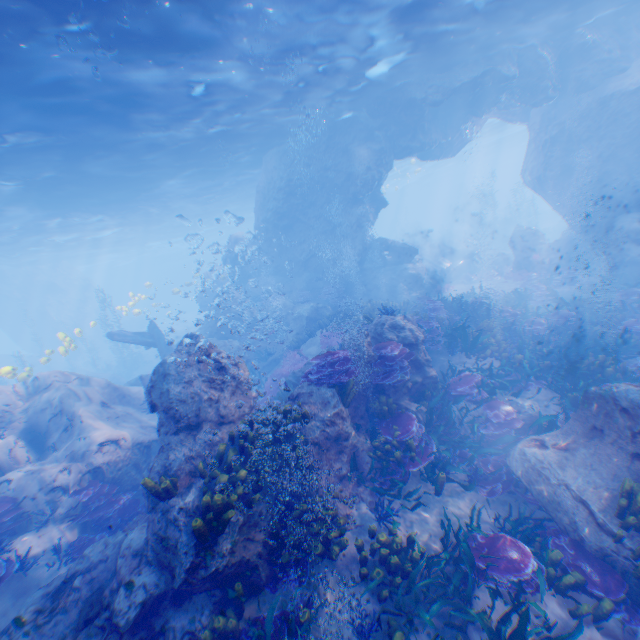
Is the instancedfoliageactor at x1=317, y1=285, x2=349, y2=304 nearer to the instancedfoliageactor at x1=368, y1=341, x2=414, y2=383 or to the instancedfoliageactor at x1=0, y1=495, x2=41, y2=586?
the instancedfoliageactor at x1=0, y1=495, x2=41, y2=586

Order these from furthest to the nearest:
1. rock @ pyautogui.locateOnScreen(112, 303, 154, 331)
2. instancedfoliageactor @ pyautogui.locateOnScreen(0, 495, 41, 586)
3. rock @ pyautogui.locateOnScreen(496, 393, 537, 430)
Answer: rock @ pyautogui.locateOnScreen(112, 303, 154, 331) < rock @ pyautogui.locateOnScreen(496, 393, 537, 430) < instancedfoliageactor @ pyautogui.locateOnScreen(0, 495, 41, 586)

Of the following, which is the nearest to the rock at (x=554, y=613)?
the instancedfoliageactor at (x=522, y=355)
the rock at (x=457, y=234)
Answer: the instancedfoliageactor at (x=522, y=355)

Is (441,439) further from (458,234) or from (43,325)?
(43,325)

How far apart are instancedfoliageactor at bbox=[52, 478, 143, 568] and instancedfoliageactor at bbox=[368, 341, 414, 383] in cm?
706

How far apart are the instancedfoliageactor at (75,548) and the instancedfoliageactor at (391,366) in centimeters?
706cm

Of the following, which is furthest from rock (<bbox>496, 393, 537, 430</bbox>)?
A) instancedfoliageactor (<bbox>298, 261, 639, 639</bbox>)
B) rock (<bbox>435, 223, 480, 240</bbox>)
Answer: rock (<bbox>435, 223, 480, 240</bbox>)

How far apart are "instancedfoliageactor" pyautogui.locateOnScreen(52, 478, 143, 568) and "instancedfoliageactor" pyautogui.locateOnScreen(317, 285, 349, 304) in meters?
14.4
